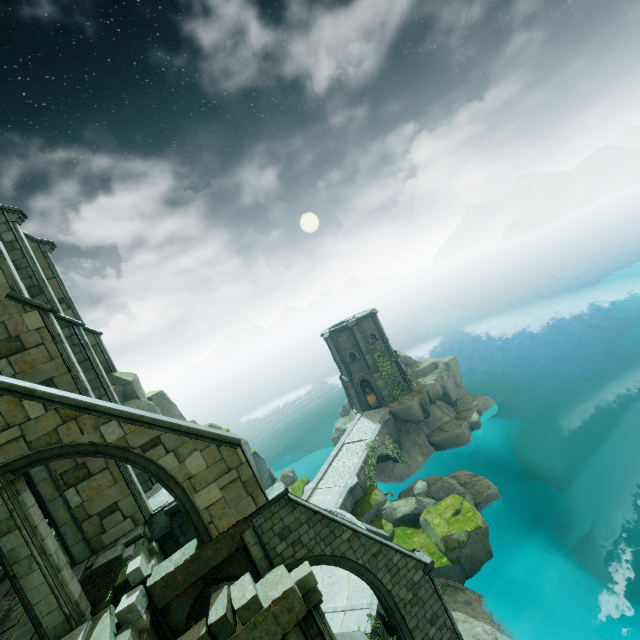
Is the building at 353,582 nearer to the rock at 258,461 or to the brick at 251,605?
the rock at 258,461

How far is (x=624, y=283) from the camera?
57.2m

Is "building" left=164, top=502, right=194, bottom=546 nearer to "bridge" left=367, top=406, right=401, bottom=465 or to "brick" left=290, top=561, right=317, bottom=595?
"bridge" left=367, top=406, right=401, bottom=465

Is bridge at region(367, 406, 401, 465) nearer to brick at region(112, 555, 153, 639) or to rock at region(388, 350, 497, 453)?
rock at region(388, 350, 497, 453)

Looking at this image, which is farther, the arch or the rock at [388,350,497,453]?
the rock at [388,350,497,453]

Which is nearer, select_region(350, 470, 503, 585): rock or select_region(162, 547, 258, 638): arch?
select_region(162, 547, 258, 638): arch

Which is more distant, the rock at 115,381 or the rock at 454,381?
the rock at 454,381

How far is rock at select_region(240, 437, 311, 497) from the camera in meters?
26.9 m
